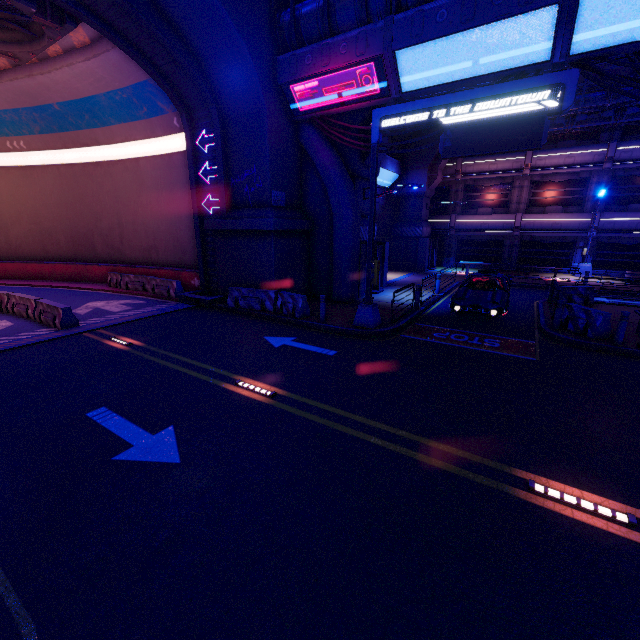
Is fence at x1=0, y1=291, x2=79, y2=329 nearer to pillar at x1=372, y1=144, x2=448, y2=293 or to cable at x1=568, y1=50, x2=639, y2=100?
cable at x1=568, y1=50, x2=639, y2=100

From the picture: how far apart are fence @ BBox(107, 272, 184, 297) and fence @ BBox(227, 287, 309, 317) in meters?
6.6

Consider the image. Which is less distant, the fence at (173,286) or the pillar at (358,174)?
the pillar at (358,174)

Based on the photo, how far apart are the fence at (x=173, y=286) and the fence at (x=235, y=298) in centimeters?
659cm

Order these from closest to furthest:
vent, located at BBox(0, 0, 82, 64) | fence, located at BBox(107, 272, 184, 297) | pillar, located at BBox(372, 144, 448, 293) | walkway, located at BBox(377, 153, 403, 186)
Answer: vent, located at BBox(0, 0, 82, 64), fence, located at BBox(107, 272, 184, 297), pillar, located at BBox(372, 144, 448, 293), walkway, located at BBox(377, 153, 403, 186)

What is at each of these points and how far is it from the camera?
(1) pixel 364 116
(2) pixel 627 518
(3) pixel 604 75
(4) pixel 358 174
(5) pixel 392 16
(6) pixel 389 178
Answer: (1) pillar, 15.41m
(2) road light, 4.27m
(3) cable, 9.19m
(4) pillar, 16.59m
(5) walkway, 10.59m
(6) walkway, 26.25m

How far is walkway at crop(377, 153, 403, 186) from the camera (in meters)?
23.94

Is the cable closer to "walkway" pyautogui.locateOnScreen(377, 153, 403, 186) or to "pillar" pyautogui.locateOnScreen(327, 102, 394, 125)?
→ "pillar" pyautogui.locateOnScreen(327, 102, 394, 125)
